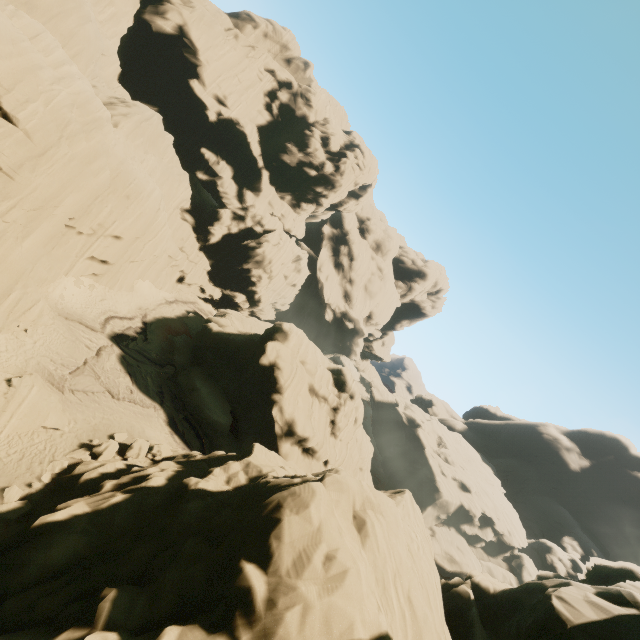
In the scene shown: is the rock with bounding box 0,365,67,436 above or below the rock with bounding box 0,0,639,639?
below

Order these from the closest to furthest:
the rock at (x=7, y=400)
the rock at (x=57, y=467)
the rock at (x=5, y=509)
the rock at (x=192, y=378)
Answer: the rock at (x=192, y=378)
the rock at (x=5, y=509)
the rock at (x=57, y=467)
the rock at (x=7, y=400)

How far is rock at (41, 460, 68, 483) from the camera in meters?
14.7

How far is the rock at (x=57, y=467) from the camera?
14.7m

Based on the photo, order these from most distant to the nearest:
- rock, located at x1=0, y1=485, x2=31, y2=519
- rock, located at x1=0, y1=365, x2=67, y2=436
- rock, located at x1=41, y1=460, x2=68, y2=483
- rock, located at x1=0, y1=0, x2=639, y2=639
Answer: rock, located at x1=0, y1=365, x2=67, y2=436 → rock, located at x1=41, y1=460, x2=68, y2=483 → rock, located at x1=0, y1=485, x2=31, y2=519 → rock, located at x1=0, y1=0, x2=639, y2=639

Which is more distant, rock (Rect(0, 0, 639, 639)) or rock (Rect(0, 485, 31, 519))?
rock (Rect(0, 485, 31, 519))

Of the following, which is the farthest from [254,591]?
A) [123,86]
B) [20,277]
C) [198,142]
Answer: [123,86]
